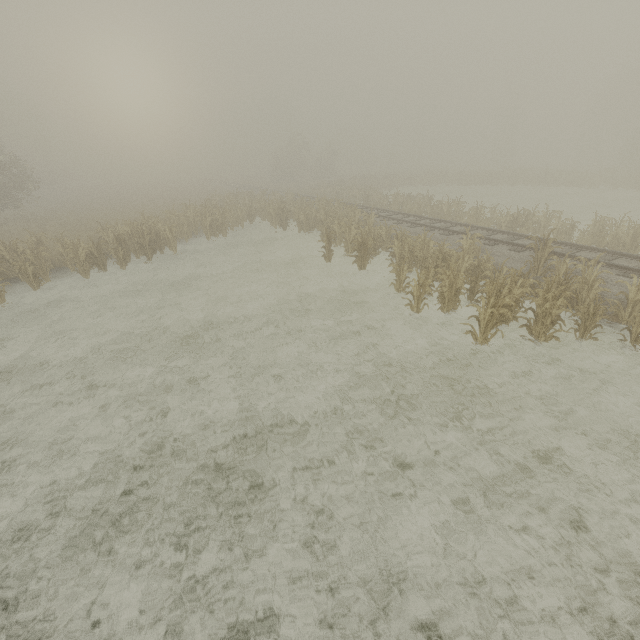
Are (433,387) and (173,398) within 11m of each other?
yes

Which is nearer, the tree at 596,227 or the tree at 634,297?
the tree at 634,297

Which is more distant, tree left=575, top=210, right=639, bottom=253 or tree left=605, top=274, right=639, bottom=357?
tree left=575, top=210, right=639, bottom=253
